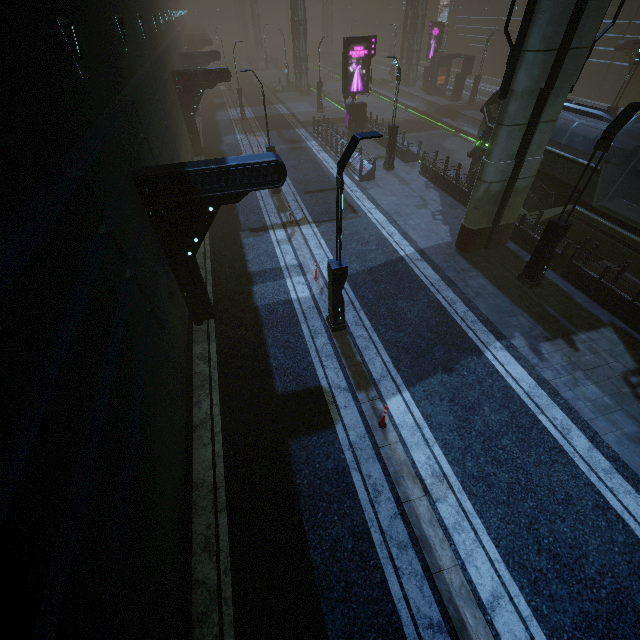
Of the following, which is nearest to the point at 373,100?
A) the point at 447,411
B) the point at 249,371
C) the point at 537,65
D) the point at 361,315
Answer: the point at 537,65

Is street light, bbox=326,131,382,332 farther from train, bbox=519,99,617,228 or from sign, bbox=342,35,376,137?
sign, bbox=342,35,376,137

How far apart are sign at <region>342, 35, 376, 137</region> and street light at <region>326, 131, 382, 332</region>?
20.5m

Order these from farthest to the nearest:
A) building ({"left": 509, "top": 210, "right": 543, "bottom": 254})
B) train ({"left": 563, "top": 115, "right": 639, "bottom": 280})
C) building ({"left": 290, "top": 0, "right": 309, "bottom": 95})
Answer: building ({"left": 290, "top": 0, "right": 309, "bottom": 95}), building ({"left": 509, "top": 210, "right": 543, "bottom": 254}), train ({"left": 563, "top": 115, "right": 639, "bottom": 280})

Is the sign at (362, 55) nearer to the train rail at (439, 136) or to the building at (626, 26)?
the building at (626, 26)

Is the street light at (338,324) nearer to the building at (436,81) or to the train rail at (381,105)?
the building at (436,81)

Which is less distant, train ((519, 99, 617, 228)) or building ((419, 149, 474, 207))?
train ((519, 99, 617, 228))
